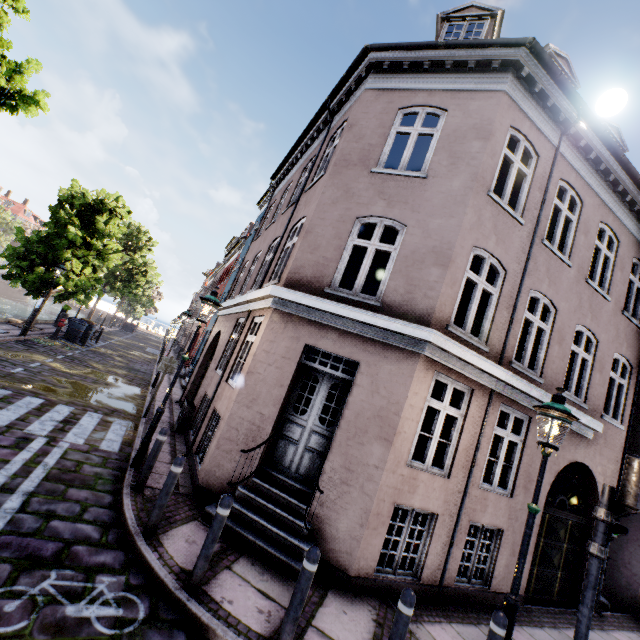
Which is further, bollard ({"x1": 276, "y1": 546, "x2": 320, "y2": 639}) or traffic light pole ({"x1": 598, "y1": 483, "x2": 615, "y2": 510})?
traffic light pole ({"x1": 598, "y1": 483, "x2": 615, "y2": 510})

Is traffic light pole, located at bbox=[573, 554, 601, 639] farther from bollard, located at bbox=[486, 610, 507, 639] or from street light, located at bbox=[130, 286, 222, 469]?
street light, located at bbox=[130, 286, 222, 469]

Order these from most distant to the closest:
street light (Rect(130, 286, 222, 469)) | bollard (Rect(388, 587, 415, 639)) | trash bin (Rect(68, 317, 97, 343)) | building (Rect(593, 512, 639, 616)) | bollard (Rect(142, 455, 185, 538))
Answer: trash bin (Rect(68, 317, 97, 343))
building (Rect(593, 512, 639, 616))
street light (Rect(130, 286, 222, 469))
bollard (Rect(142, 455, 185, 538))
bollard (Rect(388, 587, 415, 639))

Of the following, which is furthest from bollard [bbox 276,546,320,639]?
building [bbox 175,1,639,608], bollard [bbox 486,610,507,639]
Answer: bollard [bbox 486,610,507,639]

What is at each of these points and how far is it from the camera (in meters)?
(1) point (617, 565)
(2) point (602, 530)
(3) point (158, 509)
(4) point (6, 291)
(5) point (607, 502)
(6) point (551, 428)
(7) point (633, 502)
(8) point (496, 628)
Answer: (1) building, 9.73
(2) traffic light pole, 4.71
(3) bollard, 4.57
(4) bridge, 50.31
(5) traffic light pole, 4.79
(6) street light, 4.32
(7) traffic light, 4.56
(8) bollard, 3.73

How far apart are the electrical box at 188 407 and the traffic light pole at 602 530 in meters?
9.3

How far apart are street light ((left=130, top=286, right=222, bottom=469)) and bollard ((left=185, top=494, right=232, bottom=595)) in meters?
3.1

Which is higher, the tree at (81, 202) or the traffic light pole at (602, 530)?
the tree at (81, 202)
